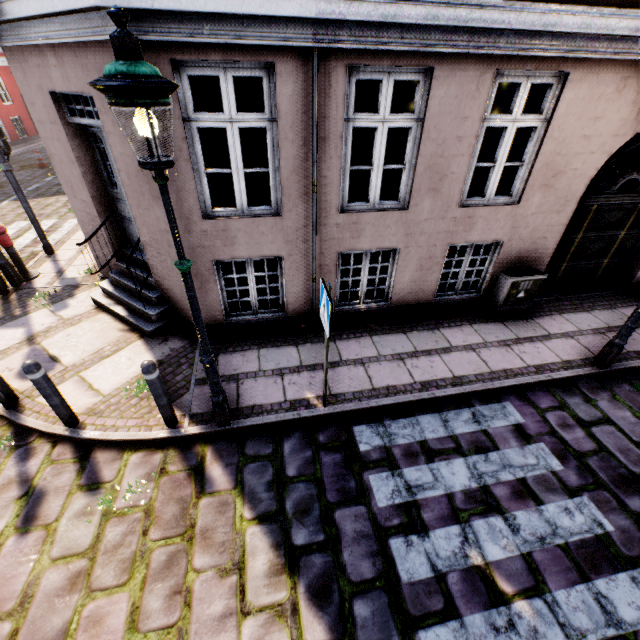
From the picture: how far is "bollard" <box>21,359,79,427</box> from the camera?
3.6 meters

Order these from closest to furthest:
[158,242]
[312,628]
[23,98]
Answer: [312,628], [158,242], [23,98]

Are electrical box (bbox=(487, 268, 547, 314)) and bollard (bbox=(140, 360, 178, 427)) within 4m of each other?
no

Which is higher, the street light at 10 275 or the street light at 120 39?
the street light at 120 39

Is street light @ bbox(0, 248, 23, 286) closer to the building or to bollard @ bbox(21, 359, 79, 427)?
the building

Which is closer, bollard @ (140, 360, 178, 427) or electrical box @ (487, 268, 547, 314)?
bollard @ (140, 360, 178, 427)

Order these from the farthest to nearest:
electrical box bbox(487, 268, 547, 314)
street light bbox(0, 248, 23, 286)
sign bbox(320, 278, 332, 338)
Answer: street light bbox(0, 248, 23, 286)
electrical box bbox(487, 268, 547, 314)
sign bbox(320, 278, 332, 338)

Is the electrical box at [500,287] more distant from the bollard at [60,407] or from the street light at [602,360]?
the bollard at [60,407]
